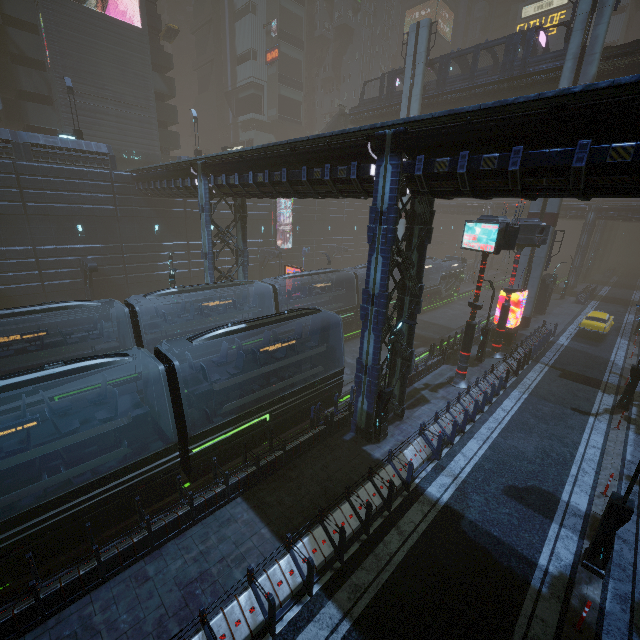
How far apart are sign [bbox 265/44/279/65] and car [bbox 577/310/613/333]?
55.9m

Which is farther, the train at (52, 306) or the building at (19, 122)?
the building at (19, 122)

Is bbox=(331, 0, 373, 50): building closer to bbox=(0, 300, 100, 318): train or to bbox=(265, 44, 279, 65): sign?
bbox=(265, 44, 279, 65): sign

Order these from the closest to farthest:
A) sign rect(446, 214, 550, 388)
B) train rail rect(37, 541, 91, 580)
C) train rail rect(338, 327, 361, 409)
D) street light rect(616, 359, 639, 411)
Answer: train rail rect(37, 541, 91, 580) → sign rect(446, 214, 550, 388) → street light rect(616, 359, 639, 411) → train rail rect(338, 327, 361, 409)

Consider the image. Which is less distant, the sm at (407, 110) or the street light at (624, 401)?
the street light at (624, 401)

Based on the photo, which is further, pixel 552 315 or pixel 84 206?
pixel 552 315

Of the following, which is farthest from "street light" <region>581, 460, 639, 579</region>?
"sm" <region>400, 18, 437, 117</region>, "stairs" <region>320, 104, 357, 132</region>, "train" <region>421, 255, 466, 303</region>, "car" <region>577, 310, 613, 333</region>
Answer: "stairs" <region>320, 104, 357, 132</region>

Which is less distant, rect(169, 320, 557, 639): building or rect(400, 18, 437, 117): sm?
rect(169, 320, 557, 639): building
